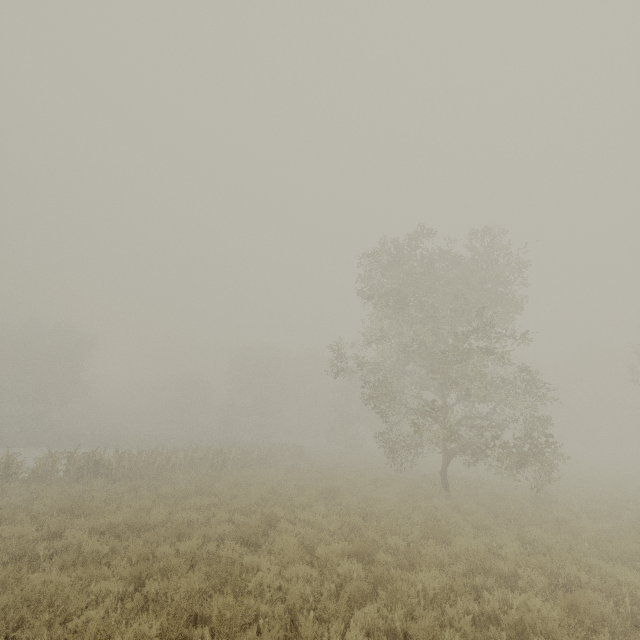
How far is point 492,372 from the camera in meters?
43.7
